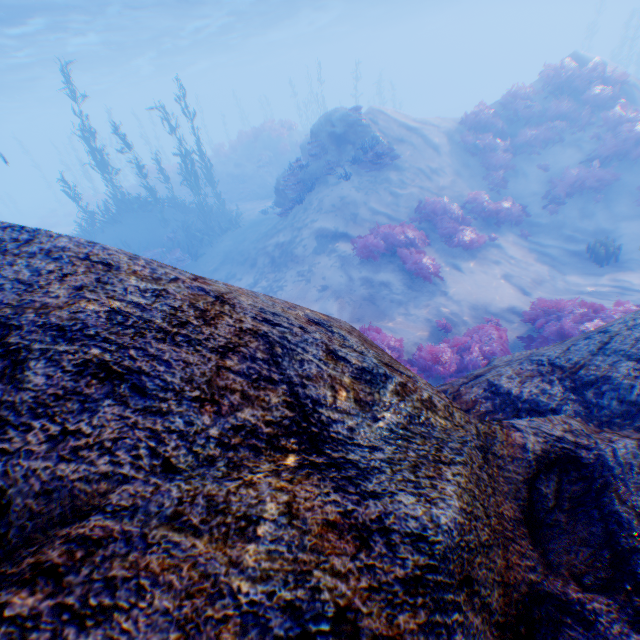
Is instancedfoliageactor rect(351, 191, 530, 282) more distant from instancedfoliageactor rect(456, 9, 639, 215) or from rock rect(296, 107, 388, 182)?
instancedfoliageactor rect(456, 9, 639, 215)

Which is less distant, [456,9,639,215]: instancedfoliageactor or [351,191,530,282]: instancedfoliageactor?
[351,191,530,282]: instancedfoliageactor

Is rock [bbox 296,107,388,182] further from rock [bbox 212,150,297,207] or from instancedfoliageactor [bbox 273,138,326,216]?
rock [bbox 212,150,297,207]

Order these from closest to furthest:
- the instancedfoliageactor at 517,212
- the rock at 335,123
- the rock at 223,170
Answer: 1. the instancedfoliageactor at 517,212
2. the rock at 335,123
3. the rock at 223,170

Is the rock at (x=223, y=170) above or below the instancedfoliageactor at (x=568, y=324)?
above

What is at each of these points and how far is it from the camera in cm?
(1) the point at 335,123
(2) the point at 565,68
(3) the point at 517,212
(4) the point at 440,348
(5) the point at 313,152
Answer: (1) rock, 1428
(2) instancedfoliageactor, 1411
(3) instancedfoliageactor, 1238
(4) instancedfoliageactor, 719
(5) instancedfoliageactor, 1517

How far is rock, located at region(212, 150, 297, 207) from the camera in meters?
16.2 m

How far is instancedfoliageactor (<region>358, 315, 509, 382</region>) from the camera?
7.0 meters
